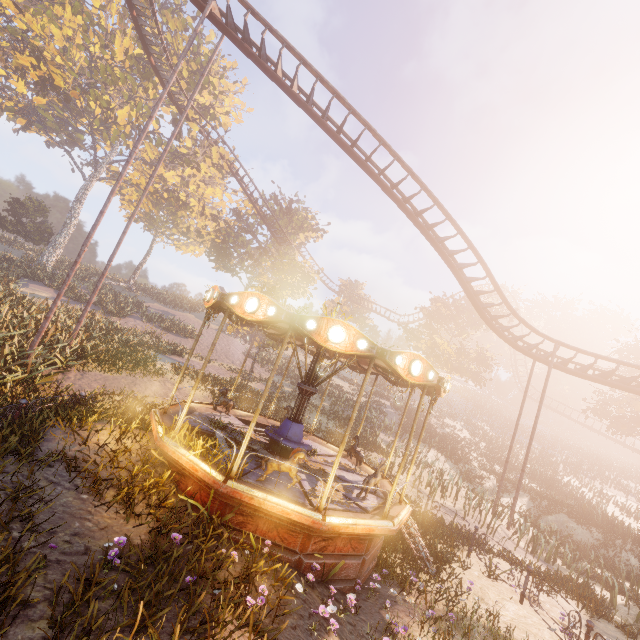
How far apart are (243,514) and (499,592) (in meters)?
8.20

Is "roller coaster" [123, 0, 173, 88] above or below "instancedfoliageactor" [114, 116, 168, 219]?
above

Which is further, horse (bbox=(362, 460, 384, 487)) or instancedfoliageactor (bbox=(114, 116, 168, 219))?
instancedfoliageactor (bbox=(114, 116, 168, 219))

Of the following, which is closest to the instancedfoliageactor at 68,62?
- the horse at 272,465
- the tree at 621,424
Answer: the horse at 272,465

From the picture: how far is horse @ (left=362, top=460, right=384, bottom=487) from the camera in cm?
841

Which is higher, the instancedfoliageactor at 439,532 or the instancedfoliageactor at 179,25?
the instancedfoliageactor at 179,25

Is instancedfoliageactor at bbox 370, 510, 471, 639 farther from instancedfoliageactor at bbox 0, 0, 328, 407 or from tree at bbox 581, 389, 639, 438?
tree at bbox 581, 389, 639, 438

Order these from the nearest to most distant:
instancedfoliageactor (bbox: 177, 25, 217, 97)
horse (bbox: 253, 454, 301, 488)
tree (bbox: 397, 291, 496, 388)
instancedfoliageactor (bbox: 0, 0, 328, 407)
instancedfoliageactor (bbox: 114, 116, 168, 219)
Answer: horse (bbox: 253, 454, 301, 488) < instancedfoliageactor (bbox: 0, 0, 328, 407) < instancedfoliageactor (bbox: 177, 25, 217, 97) < instancedfoliageactor (bbox: 114, 116, 168, 219) < tree (bbox: 397, 291, 496, 388)
